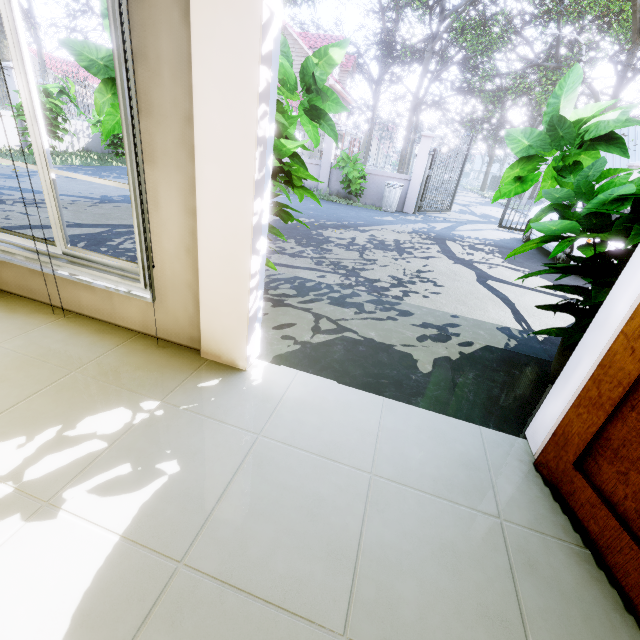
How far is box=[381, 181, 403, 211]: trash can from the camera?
10.8m

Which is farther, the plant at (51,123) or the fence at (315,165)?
the fence at (315,165)

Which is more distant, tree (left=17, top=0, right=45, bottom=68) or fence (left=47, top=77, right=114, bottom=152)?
tree (left=17, top=0, right=45, bottom=68)

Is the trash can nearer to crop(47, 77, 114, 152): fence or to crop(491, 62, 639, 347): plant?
crop(47, 77, 114, 152): fence

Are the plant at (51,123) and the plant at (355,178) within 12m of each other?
yes

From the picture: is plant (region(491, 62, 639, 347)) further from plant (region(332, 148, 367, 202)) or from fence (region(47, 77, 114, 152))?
fence (region(47, 77, 114, 152))

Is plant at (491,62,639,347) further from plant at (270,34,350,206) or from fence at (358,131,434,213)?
fence at (358,131,434,213)

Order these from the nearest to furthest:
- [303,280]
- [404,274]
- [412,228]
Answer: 1. [303,280]
2. [404,274]
3. [412,228]
